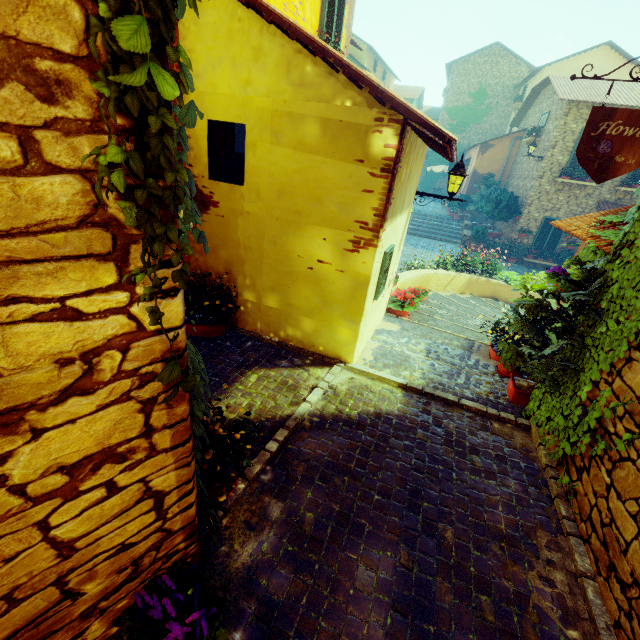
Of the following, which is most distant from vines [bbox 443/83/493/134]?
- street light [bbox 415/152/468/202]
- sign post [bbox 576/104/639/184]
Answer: sign post [bbox 576/104/639/184]

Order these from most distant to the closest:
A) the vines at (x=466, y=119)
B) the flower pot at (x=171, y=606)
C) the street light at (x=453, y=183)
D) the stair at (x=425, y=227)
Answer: the vines at (x=466, y=119)
the stair at (x=425, y=227)
the street light at (x=453, y=183)
the flower pot at (x=171, y=606)

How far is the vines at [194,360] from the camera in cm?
127

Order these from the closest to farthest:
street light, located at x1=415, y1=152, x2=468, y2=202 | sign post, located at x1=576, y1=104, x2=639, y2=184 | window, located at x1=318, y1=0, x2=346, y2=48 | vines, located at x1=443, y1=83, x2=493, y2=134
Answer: sign post, located at x1=576, y1=104, x2=639, y2=184 < street light, located at x1=415, y1=152, x2=468, y2=202 < window, located at x1=318, y1=0, x2=346, y2=48 < vines, located at x1=443, y1=83, x2=493, y2=134

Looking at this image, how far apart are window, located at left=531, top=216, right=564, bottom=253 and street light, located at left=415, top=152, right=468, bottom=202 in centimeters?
1296cm

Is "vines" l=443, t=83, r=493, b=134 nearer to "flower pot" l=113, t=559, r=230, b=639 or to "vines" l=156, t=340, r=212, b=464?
"vines" l=156, t=340, r=212, b=464

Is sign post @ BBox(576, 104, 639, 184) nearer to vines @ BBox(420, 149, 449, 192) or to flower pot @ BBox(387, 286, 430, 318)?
flower pot @ BBox(387, 286, 430, 318)

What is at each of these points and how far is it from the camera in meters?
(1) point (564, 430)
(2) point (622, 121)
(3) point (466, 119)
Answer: (1) vines, 3.2
(2) sign post, 2.4
(3) vines, 26.0
